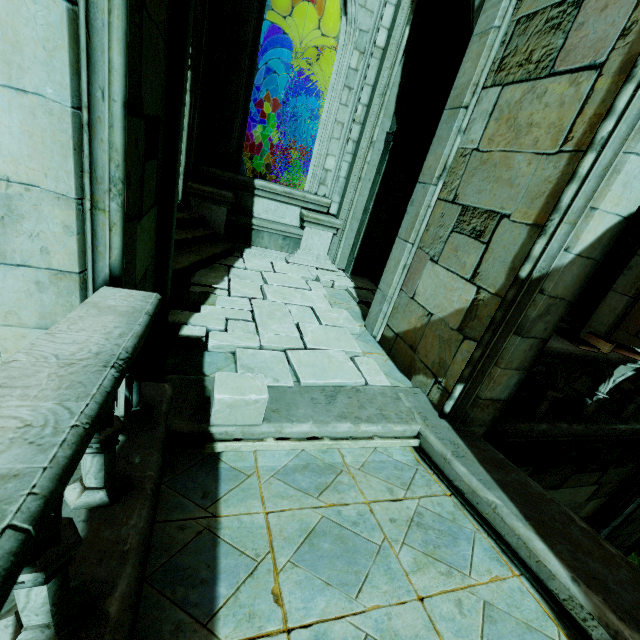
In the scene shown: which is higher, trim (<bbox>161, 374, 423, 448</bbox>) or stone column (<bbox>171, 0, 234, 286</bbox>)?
stone column (<bbox>171, 0, 234, 286</bbox>)

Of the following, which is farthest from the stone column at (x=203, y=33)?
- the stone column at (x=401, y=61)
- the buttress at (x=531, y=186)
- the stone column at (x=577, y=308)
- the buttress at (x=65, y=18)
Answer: the stone column at (x=577, y=308)

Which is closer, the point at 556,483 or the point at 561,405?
the point at 561,405

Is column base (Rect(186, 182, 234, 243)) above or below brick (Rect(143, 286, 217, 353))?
above

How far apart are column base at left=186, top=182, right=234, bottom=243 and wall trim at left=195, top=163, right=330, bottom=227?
0.0m

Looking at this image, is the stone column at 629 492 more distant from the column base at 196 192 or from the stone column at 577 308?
the column base at 196 192

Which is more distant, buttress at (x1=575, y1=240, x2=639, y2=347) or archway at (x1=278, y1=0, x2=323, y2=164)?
archway at (x1=278, y1=0, x2=323, y2=164)

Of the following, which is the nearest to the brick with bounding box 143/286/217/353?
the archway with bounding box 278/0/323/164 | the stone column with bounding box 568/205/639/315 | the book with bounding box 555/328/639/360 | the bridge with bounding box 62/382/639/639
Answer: the bridge with bounding box 62/382/639/639
